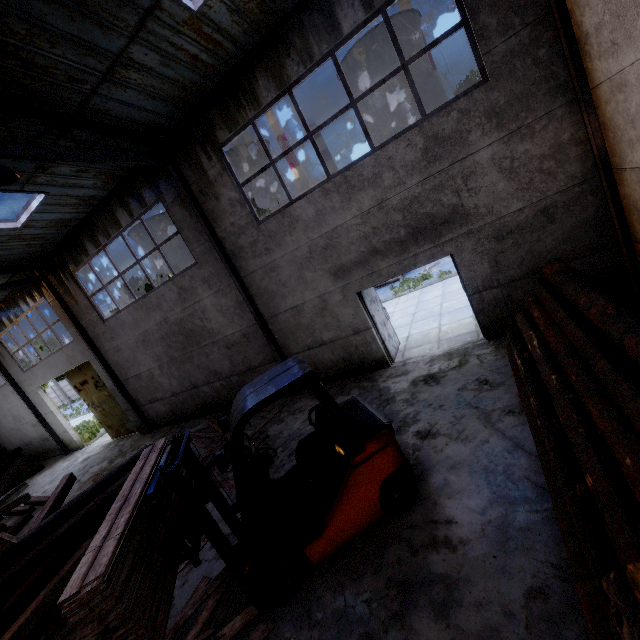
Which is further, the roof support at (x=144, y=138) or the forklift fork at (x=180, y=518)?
the roof support at (x=144, y=138)

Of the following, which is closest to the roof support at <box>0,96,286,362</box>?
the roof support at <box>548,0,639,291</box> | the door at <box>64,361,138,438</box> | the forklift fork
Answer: the forklift fork

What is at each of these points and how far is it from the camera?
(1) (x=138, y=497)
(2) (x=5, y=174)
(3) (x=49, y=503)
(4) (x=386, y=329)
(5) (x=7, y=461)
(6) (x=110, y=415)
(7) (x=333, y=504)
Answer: (1) wooden planks bundle, 3.72m
(2) ceiling lamp, 5.20m
(3) wooden beam pile, 7.40m
(4) door, 8.95m
(5) log pile, 17.70m
(6) door, 14.94m
(7) forklift, 4.05m

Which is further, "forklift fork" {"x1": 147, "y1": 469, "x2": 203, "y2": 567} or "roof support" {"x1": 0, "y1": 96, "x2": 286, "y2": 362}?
"roof support" {"x1": 0, "y1": 96, "x2": 286, "y2": 362}

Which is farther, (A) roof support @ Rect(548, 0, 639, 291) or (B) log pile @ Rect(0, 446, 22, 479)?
(B) log pile @ Rect(0, 446, 22, 479)

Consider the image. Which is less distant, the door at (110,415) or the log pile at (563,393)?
the log pile at (563,393)

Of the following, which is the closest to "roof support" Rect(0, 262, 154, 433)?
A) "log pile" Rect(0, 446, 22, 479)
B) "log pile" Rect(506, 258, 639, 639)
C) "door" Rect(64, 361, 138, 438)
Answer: "door" Rect(64, 361, 138, 438)

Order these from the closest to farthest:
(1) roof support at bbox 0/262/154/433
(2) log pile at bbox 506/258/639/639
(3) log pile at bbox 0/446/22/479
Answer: (2) log pile at bbox 506/258/639/639 < (1) roof support at bbox 0/262/154/433 < (3) log pile at bbox 0/446/22/479
